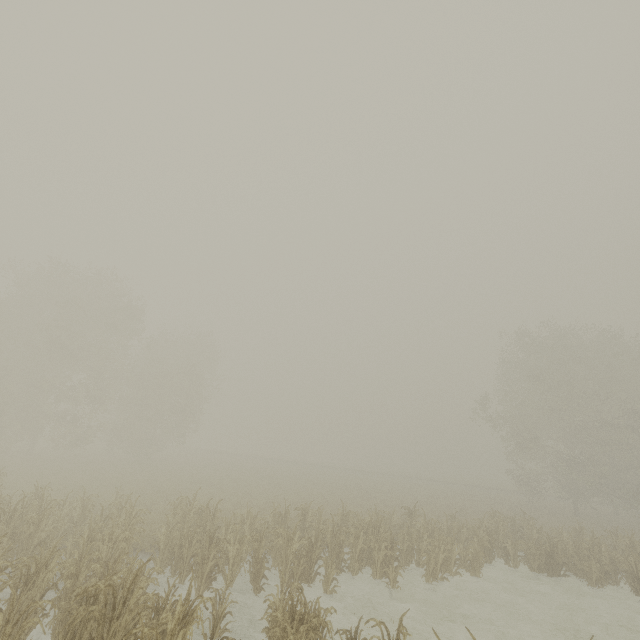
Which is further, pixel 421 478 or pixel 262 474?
pixel 421 478
